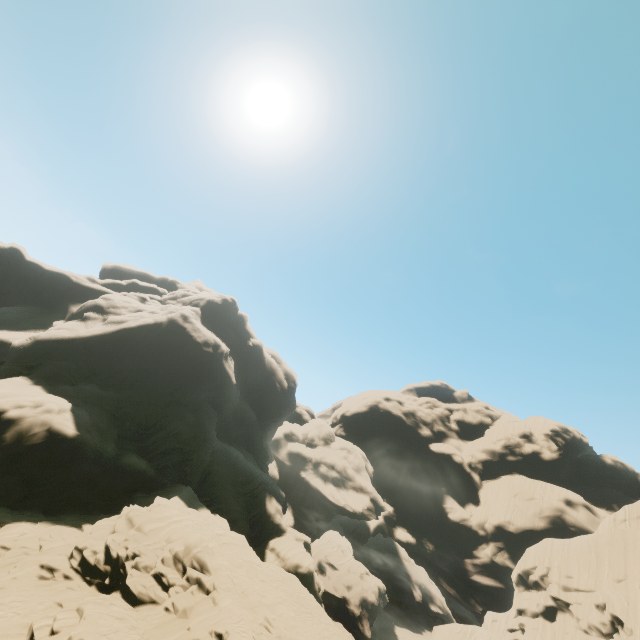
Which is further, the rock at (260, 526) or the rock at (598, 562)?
the rock at (598, 562)

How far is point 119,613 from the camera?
15.95m

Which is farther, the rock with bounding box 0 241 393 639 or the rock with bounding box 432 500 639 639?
the rock with bounding box 432 500 639 639
